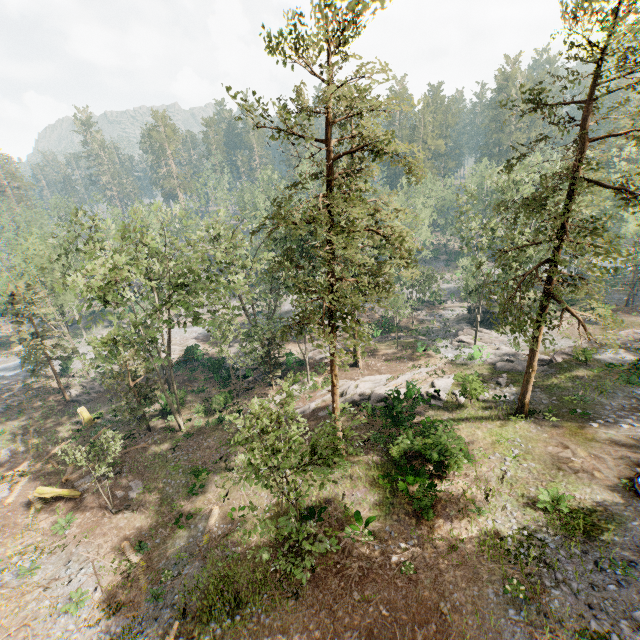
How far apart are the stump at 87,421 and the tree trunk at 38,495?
9.0m

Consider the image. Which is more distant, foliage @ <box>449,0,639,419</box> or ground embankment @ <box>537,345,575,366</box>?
ground embankment @ <box>537,345,575,366</box>

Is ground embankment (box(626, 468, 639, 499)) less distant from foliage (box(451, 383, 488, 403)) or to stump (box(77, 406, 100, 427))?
foliage (box(451, 383, 488, 403))

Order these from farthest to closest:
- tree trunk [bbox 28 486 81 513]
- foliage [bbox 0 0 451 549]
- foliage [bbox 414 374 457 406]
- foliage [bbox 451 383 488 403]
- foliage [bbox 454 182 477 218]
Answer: foliage [bbox 454 182 477 218], foliage [bbox 414 374 457 406], foliage [bbox 451 383 488 403], tree trunk [bbox 28 486 81 513], foliage [bbox 0 0 451 549]

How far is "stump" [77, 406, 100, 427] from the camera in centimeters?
3294cm

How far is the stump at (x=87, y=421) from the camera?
32.9m

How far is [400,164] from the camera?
13.95m

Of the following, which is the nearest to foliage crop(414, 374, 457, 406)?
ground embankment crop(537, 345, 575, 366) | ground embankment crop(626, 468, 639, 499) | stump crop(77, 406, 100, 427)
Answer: ground embankment crop(537, 345, 575, 366)
